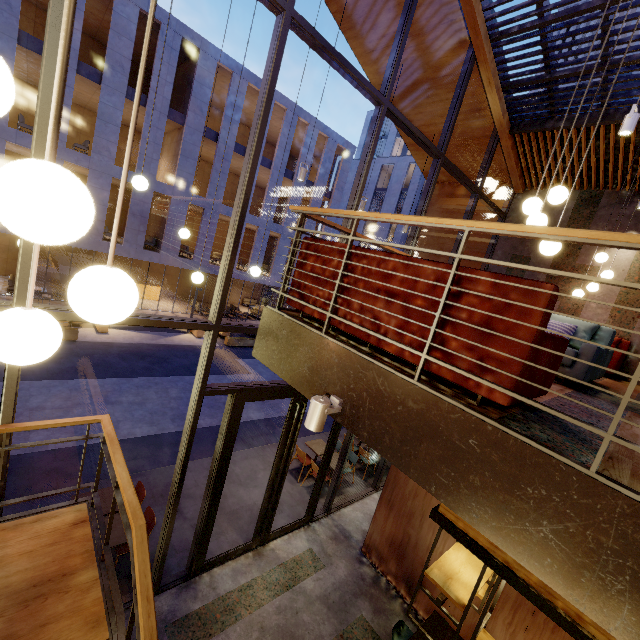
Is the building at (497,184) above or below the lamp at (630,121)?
above

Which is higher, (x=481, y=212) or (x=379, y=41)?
(x=379, y=41)

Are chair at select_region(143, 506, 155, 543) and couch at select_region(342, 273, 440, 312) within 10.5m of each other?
yes

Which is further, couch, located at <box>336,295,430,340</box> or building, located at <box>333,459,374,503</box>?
building, located at <box>333,459,374,503</box>

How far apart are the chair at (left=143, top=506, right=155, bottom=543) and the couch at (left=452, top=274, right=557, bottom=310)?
4.8 meters

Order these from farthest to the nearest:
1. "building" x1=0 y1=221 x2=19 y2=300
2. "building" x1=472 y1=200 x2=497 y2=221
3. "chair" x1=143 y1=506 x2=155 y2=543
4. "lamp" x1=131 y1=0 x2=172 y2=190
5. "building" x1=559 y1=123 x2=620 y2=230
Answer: "building" x1=0 y1=221 x2=19 y2=300
"building" x1=472 y1=200 x2=497 y2=221
"building" x1=559 y1=123 x2=620 y2=230
"chair" x1=143 y1=506 x2=155 y2=543
"lamp" x1=131 y1=0 x2=172 y2=190

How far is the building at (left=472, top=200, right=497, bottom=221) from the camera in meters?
9.6

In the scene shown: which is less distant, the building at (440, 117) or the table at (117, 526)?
the table at (117, 526)
